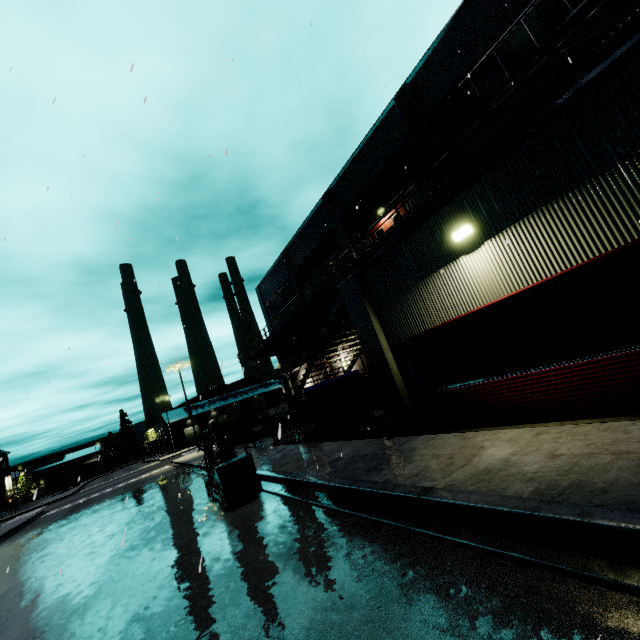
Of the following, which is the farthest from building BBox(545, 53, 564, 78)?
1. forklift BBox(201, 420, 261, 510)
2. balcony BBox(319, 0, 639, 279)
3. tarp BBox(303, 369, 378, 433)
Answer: forklift BBox(201, 420, 261, 510)

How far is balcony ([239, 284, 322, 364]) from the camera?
22.2m

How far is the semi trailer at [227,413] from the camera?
55.3 meters

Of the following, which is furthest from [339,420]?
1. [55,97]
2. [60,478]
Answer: [60,478]

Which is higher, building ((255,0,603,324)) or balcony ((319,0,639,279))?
building ((255,0,603,324))

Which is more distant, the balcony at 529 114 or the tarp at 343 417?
the tarp at 343 417

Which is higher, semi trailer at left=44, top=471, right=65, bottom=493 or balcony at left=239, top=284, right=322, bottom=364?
balcony at left=239, top=284, right=322, bottom=364

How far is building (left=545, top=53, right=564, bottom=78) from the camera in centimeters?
1135cm
